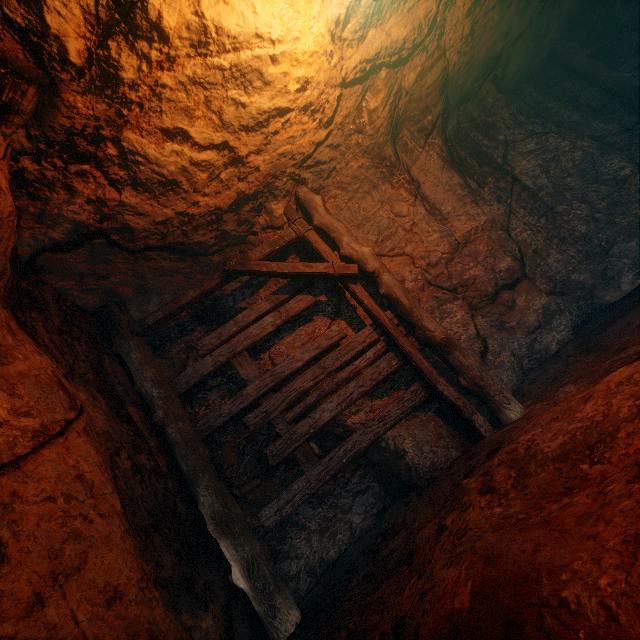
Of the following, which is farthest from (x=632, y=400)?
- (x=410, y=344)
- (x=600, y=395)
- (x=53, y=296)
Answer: (x=53, y=296)
